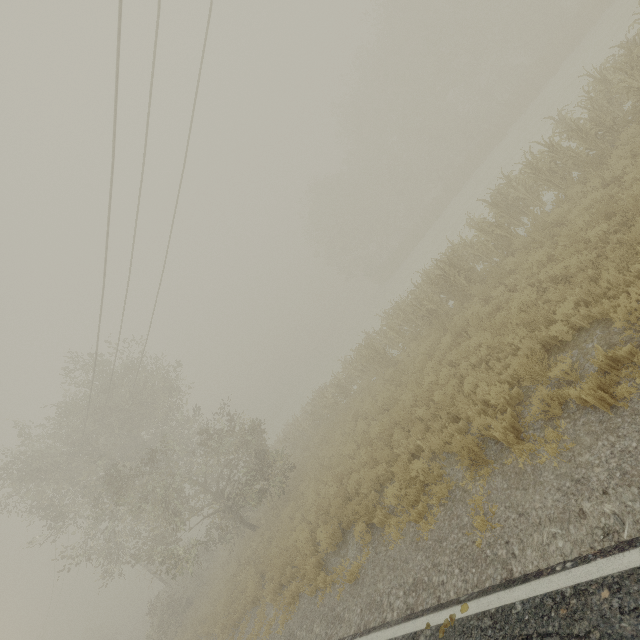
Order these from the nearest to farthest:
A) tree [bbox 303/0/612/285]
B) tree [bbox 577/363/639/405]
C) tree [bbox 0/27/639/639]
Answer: tree [bbox 577/363/639/405] → tree [bbox 0/27/639/639] → tree [bbox 303/0/612/285]

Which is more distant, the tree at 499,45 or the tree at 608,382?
the tree at 499,45

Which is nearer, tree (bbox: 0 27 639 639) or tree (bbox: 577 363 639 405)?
tree (bbox: 577 363 639 405)

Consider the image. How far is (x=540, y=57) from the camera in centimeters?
2436cm

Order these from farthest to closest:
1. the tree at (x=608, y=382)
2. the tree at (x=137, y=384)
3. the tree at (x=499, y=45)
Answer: the tree at (x=499, y=45) → the tree at (x=137, y=384) → the tree at (x=608, y=382)

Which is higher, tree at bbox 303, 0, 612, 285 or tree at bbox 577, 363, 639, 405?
tree at bbox 303, 0, 612, 285
